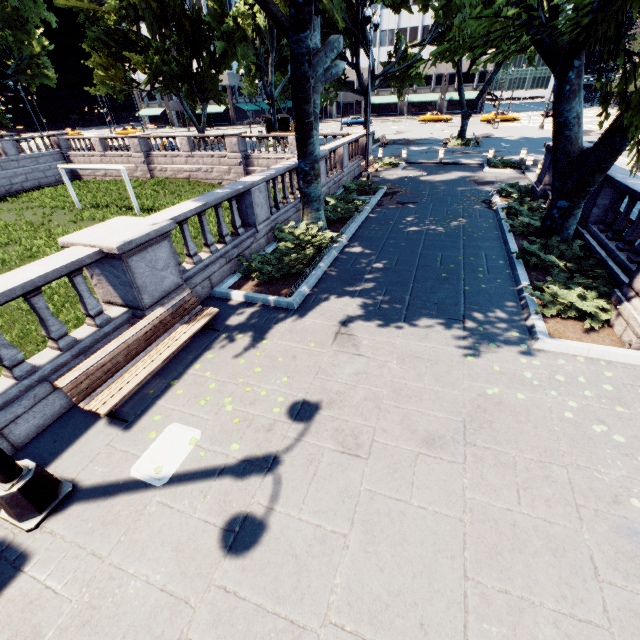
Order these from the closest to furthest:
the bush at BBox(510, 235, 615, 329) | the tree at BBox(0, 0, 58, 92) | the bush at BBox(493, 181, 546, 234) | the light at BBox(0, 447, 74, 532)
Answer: the light at BBox(0, 447, 74, 532) < the bush at BBox(510, 235, 615, 329) < the bush at BBox(493, 181, 546, 234) < the tree at BBox(0, 0, 58, 92)

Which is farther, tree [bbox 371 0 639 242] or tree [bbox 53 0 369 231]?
tree [bbox 53 0 369 231]

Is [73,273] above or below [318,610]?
above

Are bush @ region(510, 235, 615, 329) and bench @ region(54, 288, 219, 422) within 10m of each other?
yes

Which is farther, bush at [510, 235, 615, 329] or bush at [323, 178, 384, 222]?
bush at [323, 178, 384, 222]

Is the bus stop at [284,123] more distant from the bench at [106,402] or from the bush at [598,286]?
the bench at [106,402]

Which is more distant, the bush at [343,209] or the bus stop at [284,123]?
the bus stop at [284,123]

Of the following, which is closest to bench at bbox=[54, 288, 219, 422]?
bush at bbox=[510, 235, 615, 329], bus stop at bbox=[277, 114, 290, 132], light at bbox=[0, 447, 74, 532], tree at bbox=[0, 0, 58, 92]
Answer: light at bbox=[0, 447, 74, 532]
